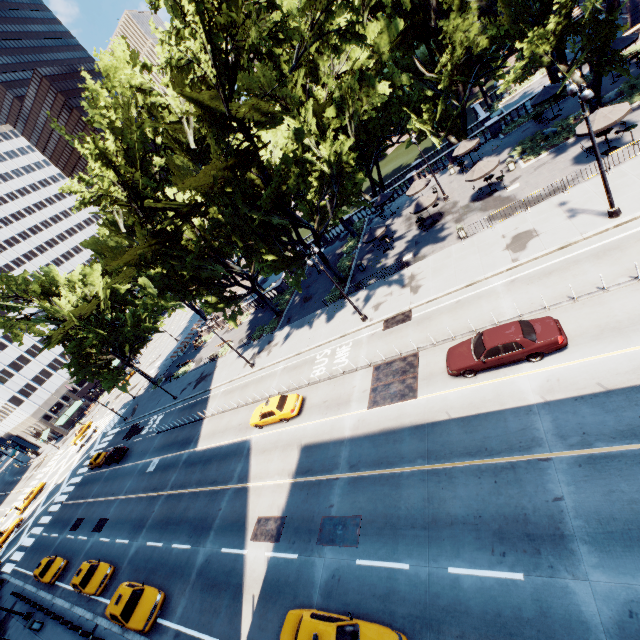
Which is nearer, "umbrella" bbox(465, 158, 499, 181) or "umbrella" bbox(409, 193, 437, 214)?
"umbrella" bbox(465, 158, 499, 181)

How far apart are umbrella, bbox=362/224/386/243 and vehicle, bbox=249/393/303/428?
17.0m

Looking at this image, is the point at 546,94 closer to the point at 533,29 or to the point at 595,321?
the point at 533,29

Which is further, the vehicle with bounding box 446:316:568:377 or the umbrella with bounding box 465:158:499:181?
the umbrella with bounding box 465:158:499:181

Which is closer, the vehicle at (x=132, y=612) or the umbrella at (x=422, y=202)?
the vehicle at (x=132, y=612)

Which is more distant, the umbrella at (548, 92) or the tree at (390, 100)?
the umbrella at (548, 92)

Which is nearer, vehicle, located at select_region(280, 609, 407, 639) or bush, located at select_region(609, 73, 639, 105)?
vehicle, located at select_region(280, 609, 407, 639)

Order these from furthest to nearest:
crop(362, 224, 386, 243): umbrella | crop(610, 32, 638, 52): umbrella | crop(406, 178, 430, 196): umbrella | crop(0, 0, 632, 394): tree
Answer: crop(406, 178, 430, 196): umbrella → crop(362, 224, 386, 243): umbrella → crop(610, 32, 638, 52): umbrella → crop(0, 0, 632, 394): tree
